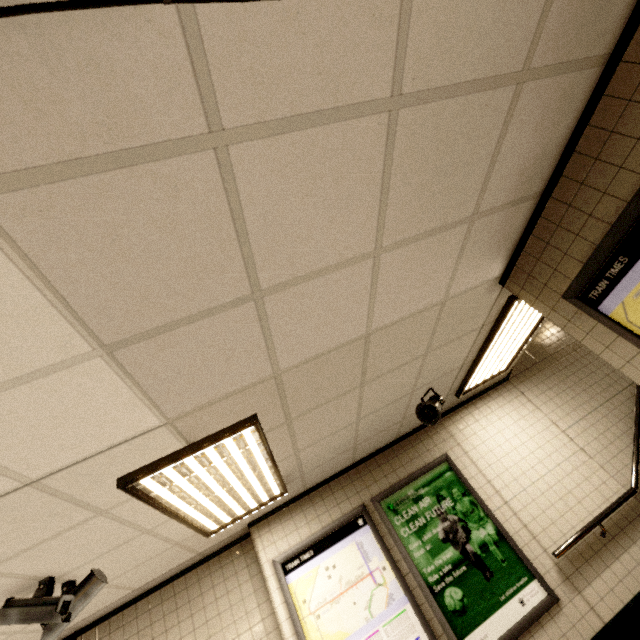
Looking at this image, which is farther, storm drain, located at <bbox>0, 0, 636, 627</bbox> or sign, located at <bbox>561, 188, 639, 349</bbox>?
sign, located at <bbox>561, 188, 639, 349</bbox>

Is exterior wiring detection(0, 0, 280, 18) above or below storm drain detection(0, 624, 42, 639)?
below

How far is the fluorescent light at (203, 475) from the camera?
2.27m

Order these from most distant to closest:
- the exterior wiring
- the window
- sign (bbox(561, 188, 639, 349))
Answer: the window, sign (bbox(561, 188, 639, 349)), the exterior wiring

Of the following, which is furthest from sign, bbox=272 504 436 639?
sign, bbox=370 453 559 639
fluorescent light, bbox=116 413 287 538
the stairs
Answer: the stairs

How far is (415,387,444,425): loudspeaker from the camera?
3.7m

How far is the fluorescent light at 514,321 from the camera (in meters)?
3.46

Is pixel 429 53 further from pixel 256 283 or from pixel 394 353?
pixel 394 353
